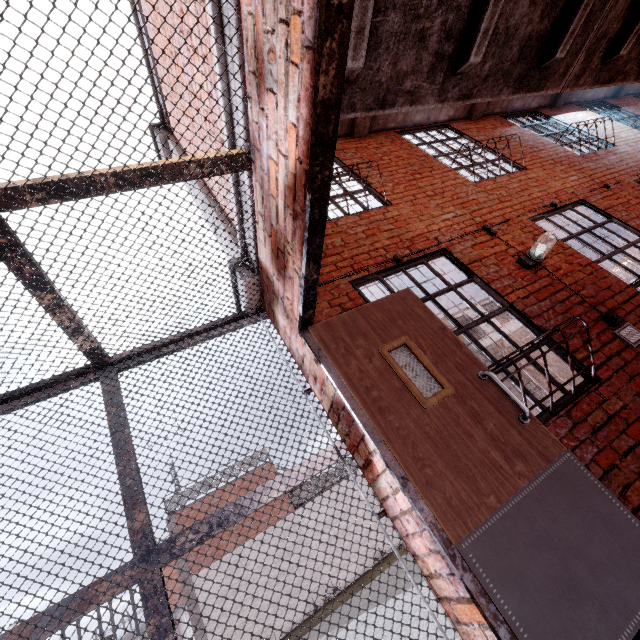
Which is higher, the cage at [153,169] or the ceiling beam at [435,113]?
the ceiling beam at [435,113]

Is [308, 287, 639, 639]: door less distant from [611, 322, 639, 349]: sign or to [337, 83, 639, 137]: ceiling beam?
[611, 322, 639, 349]: sign

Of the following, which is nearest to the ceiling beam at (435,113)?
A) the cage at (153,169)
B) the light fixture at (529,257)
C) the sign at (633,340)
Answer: the cage at (153,169)

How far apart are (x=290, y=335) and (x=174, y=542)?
1.56m

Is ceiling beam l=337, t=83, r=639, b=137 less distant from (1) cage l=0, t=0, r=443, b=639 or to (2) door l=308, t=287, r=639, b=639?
(1) cage l=0, t=0, r=443, b=639

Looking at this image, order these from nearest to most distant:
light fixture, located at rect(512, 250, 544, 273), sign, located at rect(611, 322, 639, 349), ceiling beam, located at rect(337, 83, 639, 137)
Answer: sign, located at rect(611, 322, 639, 349) → light fixture, located at rect(512, 250, 544, 273) → ceiling beam, located at rect(337, 83, 639, 137)

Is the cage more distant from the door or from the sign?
the sign

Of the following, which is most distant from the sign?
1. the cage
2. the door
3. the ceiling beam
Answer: the ceiling beam
